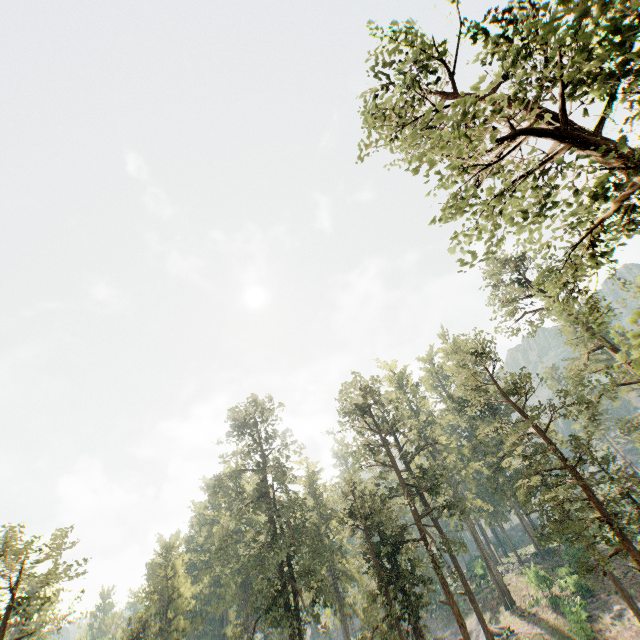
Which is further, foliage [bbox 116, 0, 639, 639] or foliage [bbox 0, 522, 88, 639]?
foliage [bbox 0, 522, 88, 639]

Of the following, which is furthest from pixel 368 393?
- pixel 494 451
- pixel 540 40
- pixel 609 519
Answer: pixel 494 451

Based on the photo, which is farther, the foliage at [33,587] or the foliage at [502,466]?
the foliage at [33,587]
